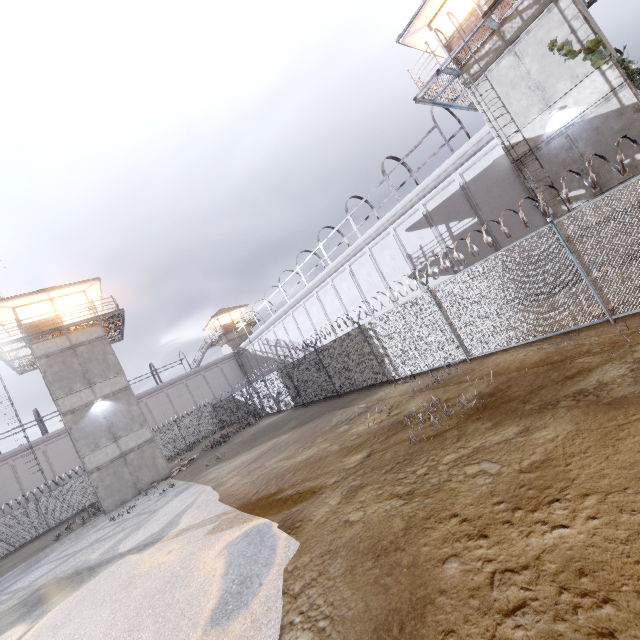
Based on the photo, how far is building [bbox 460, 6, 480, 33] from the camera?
13.5 meters

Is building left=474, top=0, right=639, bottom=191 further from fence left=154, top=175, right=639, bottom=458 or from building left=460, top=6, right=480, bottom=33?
fence left=154, top=175, right=639, bottom=458

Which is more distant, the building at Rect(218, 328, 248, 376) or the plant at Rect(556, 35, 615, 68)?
the building at Rect(218, 328, 248, 376)

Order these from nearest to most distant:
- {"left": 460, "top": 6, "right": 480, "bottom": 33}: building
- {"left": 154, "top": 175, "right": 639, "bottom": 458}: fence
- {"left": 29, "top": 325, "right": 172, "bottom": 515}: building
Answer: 1. {"left": 154, "top": 175, "right": 639, "bottom": 458}: fence
2. {"left": 460, "top": 6, "right": 480, "bottom": 33}: building
3. {"left": 29, "top": 325, "right": 172, "bottom": 515}: building

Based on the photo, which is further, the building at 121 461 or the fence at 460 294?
the building at 121 461

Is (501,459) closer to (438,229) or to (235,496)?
(235,496)

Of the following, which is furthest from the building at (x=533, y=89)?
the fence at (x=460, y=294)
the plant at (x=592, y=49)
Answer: the fence at (x=460, y=294)

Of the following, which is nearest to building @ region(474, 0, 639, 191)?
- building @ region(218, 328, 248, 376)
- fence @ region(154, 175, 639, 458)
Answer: fence @ region(154, 175, 639, 458)
